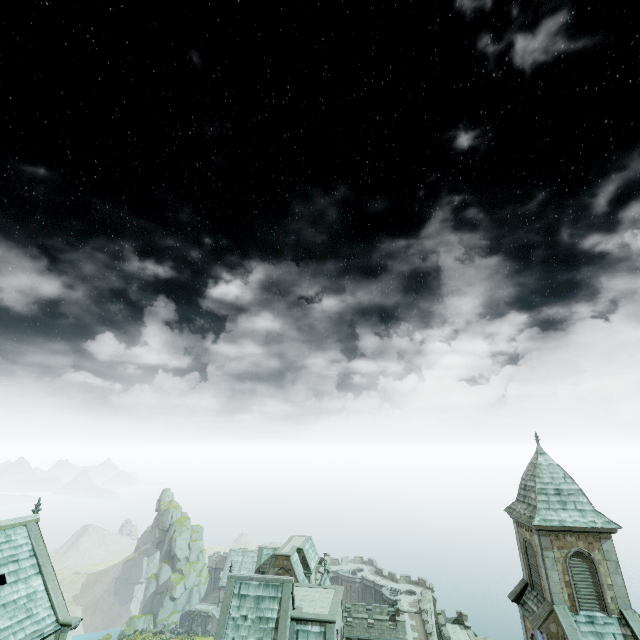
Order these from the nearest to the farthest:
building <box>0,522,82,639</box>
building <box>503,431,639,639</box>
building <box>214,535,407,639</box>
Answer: building <box>0,522,82,639</box>, building <box>503,431,639,639</box>, building <box>214,535,407,639</box>

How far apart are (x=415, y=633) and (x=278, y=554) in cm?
2809

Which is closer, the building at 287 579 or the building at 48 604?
the building at 48 604

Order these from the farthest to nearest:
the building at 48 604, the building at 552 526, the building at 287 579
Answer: the building at 287 579 < the building at 552 526 < the building at 48 604

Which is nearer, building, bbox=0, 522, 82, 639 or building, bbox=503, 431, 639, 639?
building, bbox=0, 522, 82, 639

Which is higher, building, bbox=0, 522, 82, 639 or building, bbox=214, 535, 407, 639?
building, bbox=0, 522, 82, 639
